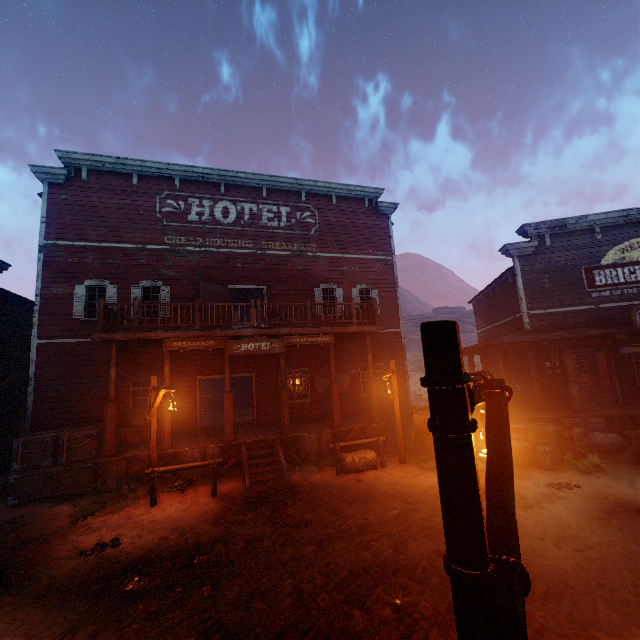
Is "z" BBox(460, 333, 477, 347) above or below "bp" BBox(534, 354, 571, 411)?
above

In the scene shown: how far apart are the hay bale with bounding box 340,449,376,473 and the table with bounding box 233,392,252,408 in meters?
13.4 m

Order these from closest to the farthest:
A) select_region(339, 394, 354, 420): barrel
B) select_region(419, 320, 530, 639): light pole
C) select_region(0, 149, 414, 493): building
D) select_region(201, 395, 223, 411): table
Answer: select_region(419, 320, 530, 639): light pole < select_region(0, 149, 414, 493): building < select_region(339, 394, 354, 420): barrel < select_region(201, 395, 223, 411): table

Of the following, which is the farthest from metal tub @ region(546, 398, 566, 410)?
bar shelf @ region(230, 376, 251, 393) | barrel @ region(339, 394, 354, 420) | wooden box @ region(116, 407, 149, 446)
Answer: bar shelf @ region(230, 376, 251, 393)

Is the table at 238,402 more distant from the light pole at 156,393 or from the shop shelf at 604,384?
the shop shelf at 604,384

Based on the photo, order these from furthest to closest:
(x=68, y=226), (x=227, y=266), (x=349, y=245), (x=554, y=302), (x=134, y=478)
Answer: (x=349, y=245), (x=227, y=266), (x=554, y=302), (x=68, y=226), (x=134, y=478)

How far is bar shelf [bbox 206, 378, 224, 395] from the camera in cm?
2439

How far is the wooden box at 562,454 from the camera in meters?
9.4 m
